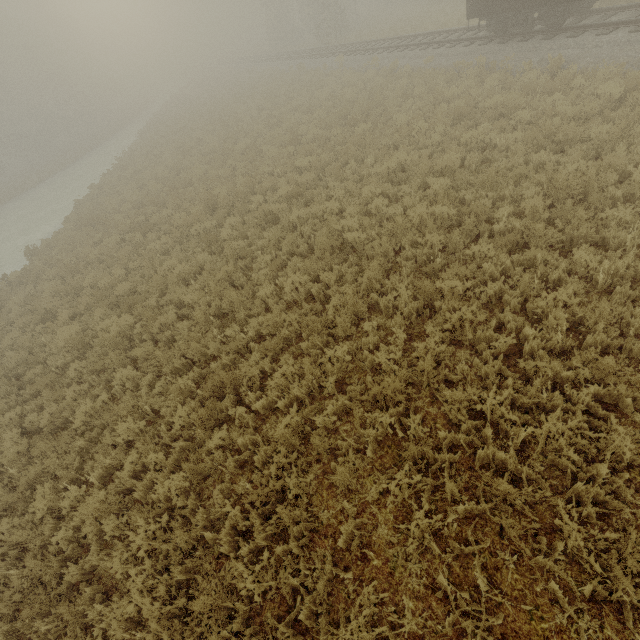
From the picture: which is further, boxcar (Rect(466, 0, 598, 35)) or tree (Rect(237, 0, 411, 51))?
tree (Rect(237, 0, 411, 51))

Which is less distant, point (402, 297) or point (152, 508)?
point (152, 508)

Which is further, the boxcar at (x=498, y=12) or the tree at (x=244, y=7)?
the tree at (x=244, y=7)
